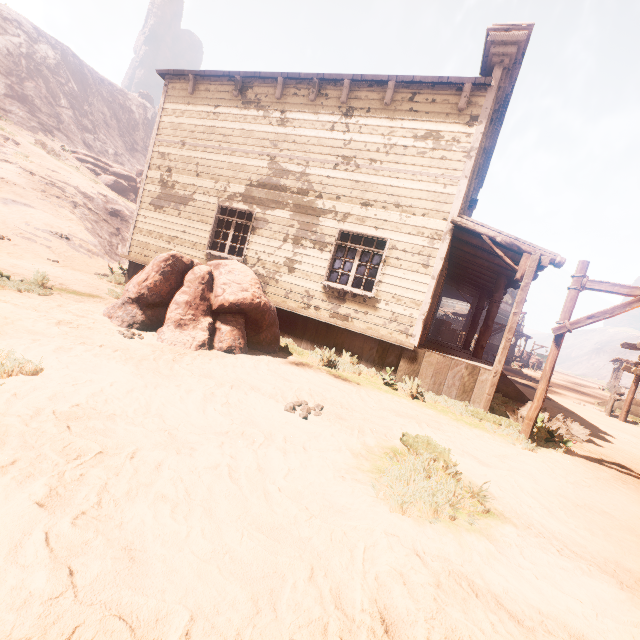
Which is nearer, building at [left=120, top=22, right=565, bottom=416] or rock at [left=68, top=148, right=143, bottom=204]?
building at [left=120, top=22, right=565, bottom=416]

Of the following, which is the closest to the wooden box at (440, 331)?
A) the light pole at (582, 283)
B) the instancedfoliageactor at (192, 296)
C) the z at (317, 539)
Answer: the z at (317, 539)

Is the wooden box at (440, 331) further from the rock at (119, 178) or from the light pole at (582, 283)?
the rock at (119, 178)

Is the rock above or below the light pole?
above

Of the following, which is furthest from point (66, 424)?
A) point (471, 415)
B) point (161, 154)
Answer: point (161, 154)

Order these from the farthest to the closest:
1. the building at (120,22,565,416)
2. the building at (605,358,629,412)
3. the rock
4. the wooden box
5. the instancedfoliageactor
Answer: the rock
the wooden box
the building at (605,358,629,412)
the building at (120,22,565,416)
the instancedfoliageactor

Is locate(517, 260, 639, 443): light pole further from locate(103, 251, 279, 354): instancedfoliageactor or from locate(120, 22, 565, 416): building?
locate(103, 251, 279, 354): instancedfoliageactor

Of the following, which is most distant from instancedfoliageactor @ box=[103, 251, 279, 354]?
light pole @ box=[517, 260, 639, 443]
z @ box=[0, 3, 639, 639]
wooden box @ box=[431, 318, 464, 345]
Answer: wooden box @ box=[431, 318, 464, 345]
